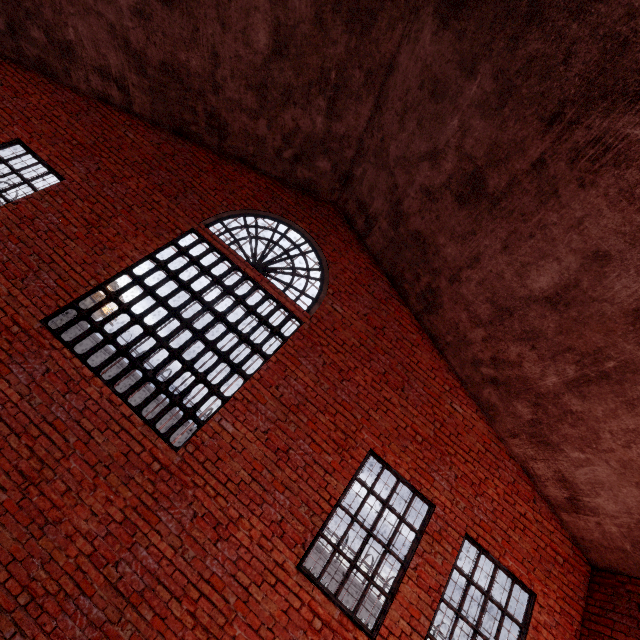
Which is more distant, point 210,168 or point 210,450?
point 210,168

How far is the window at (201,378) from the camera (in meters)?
4.93

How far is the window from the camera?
4.9m
